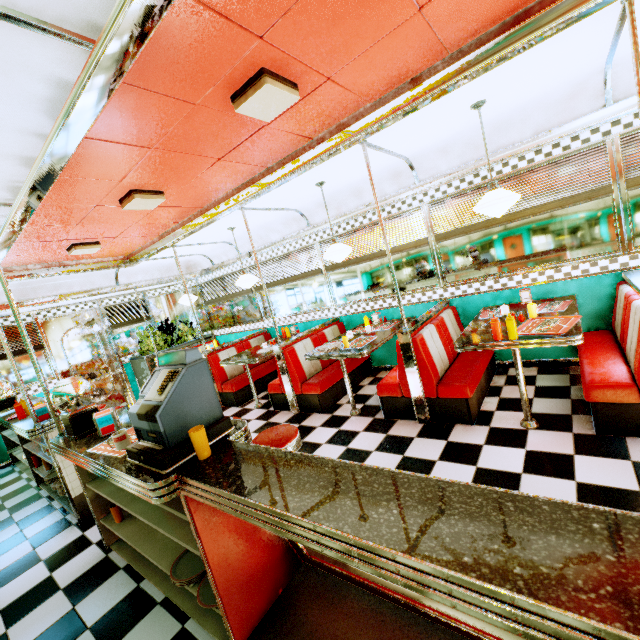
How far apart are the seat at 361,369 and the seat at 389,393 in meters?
0.9 m

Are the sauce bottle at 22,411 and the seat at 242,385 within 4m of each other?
yes

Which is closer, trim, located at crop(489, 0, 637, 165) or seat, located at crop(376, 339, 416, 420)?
trim, located at crop(489, 0, 637, 165)

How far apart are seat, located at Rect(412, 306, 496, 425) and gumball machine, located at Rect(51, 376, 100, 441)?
2.98m

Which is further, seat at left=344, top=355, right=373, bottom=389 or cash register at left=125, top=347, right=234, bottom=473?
seat at left=344, top=355, right=373, bottom=389

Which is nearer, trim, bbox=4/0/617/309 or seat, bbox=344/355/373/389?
trim, bbox=4/0/617/309

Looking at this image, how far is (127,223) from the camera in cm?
425

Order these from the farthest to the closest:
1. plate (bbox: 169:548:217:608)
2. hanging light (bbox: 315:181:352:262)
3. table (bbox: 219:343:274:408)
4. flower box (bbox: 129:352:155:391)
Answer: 1. flower box (bbox: 129:352:155:391)
2. table (bbox: 219:343:274:408)
3. hanging light (bbox: 315:181:352:262)
4. plate (bbox: 169:548:217:608)
